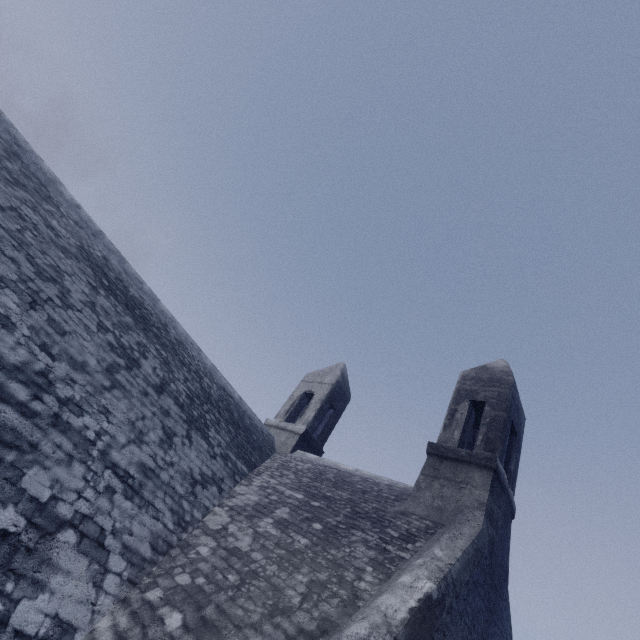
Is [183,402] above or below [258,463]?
below
